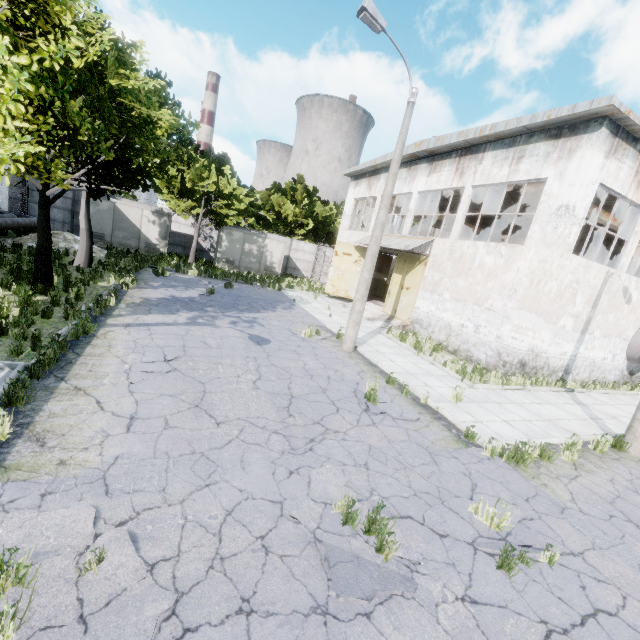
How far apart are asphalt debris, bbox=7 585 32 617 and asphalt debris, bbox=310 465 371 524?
1.4 meters

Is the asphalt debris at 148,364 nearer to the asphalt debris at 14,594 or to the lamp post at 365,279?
the asphalt debris at 14,594

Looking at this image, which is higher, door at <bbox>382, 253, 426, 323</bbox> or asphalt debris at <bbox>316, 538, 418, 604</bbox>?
door at <bbox>382, 253, 426, 323</bbox>

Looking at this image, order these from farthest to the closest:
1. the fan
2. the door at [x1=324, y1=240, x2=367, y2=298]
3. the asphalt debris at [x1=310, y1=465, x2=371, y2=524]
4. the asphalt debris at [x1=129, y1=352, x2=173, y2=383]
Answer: the door at [x1=324, y1=240, x2=367, y2=298] → the fan → the asphalt debris at [x1=129, y1=352, x2=173, y2=383] → the asphalt debris at [x1=310, y1=465, x2=371, y2=524]

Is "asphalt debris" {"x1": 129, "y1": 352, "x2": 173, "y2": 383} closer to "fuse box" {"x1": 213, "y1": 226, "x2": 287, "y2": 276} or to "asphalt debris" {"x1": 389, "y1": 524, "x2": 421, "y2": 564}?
"asphalt debris" {"x1": 389, "y1": 524, "x2": 421, "y2": 564}

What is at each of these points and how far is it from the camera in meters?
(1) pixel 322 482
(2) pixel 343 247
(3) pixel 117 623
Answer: (1) asphalt debris, 4.9
(2) door, 23.0
(3) asphalt debris, 2.7

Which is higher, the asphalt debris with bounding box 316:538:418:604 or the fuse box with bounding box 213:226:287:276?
the fuse box with bounding box 213:226:287:276

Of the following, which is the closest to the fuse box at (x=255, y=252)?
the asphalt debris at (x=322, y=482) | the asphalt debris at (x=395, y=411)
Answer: the asphalt debris at (x=395, y=411)
